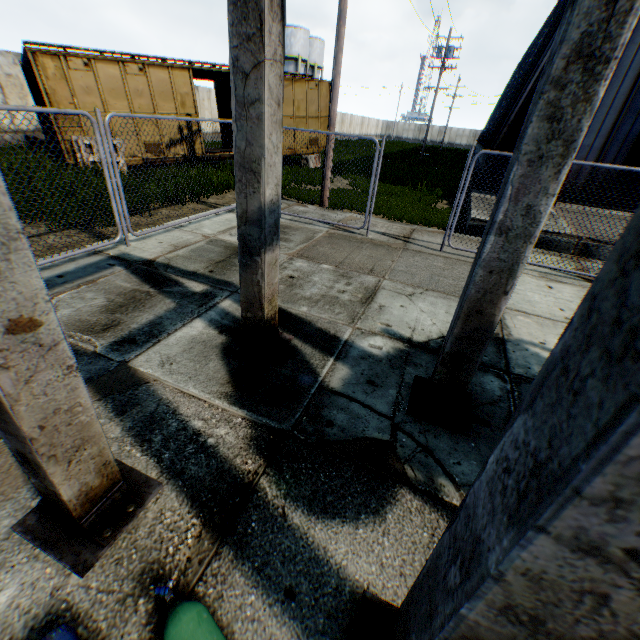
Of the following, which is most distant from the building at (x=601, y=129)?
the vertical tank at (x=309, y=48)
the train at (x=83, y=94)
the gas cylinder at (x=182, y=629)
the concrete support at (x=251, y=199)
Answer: the vertical tank at (x=309, y=48)

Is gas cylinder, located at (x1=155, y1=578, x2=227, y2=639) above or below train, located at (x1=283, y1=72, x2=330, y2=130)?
below

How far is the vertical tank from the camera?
43.0m

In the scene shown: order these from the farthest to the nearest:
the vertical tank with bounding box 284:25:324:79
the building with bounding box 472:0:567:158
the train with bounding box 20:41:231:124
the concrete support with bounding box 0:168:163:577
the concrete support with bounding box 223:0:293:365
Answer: the vertical tank with bounding box 284:25:324:79 < the building with bounding box 472:0:567:158 < the train with bounding box 20:41:231:124 < the concrete support with bounding box 223:0:293:365 < the concrete support with bounding box 0:168:163:577

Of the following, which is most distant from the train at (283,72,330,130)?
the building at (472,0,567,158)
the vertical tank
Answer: the vertical tank

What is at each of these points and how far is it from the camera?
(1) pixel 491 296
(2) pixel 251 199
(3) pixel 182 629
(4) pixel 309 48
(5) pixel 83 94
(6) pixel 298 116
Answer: (1) concrete support, 2.5m
(2) concrete support, 2.9m
(3) gas cylinder, 1.6m
(4) vertical tank, 47.8m
(5) train, 11.1m
(6) train, 16.7m

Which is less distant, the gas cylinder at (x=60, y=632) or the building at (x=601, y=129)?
the gas cylinder at (x=60, y=632)

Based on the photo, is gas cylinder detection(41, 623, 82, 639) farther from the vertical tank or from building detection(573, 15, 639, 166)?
the vertical tank
